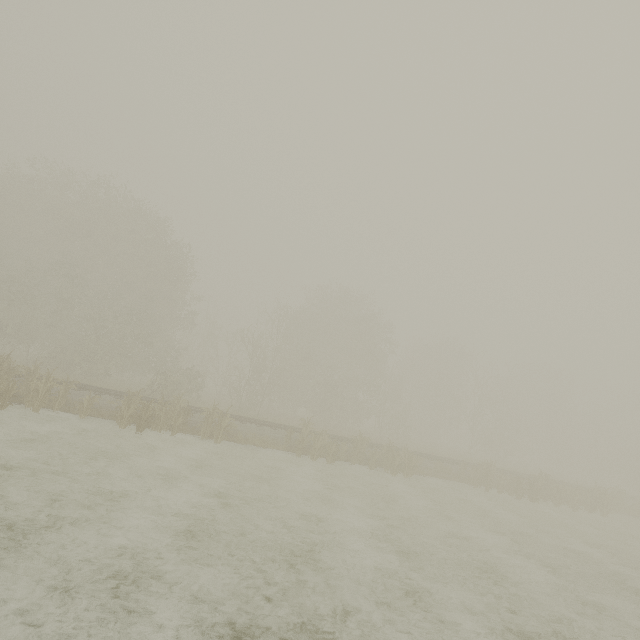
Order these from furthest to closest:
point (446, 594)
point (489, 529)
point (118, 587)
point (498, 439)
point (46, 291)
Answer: point (498, 439), point (46, 291), point (489, 529), point (446, 594), point (118, 587)
